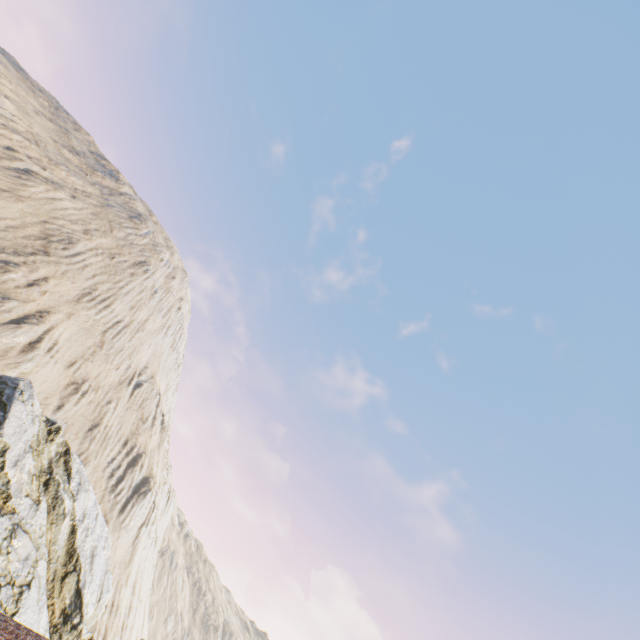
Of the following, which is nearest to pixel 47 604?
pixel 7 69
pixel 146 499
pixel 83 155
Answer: pixel 146 499
